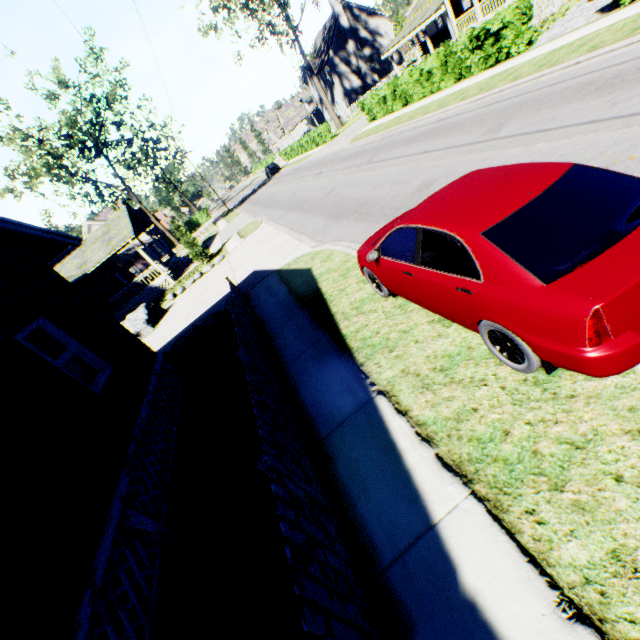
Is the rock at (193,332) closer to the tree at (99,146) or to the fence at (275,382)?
the fence at (275,382)

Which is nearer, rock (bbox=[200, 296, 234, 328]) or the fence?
the fence

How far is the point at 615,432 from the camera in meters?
2.7 m

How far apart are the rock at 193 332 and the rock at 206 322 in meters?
0.1

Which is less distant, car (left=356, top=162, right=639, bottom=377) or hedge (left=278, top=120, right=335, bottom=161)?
car (left=356, top=162, right=639, bottom=377)

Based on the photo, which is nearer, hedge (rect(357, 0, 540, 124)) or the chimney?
hedge (rect(357, 0, 540, 124))

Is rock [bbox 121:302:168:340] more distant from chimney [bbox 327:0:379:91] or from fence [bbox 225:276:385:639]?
chimney [bbox 327:0:379:91]

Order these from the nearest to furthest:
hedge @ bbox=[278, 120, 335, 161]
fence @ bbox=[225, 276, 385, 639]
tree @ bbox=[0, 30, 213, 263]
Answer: fence @ bbox=[225, 276, 385, 639]
tree @ bbox=[0, 30, 213, 263]
hedge @ bbox=[278, 120, 335, 161]
